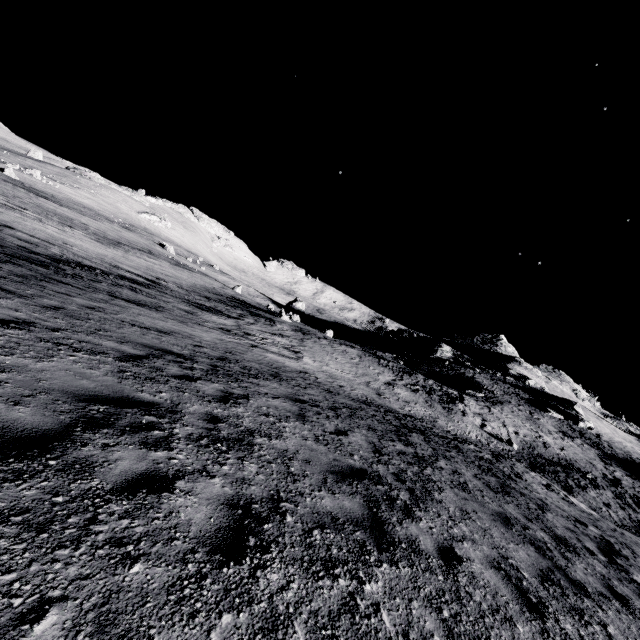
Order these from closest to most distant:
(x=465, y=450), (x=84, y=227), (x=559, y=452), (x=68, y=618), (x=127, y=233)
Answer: (x=68, y=618)
(x=465, y=450)
(x=559, y=452)
(x=84, y=227)
(x=127, y=233)

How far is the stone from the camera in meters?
40.9

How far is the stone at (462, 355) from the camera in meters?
40.9
